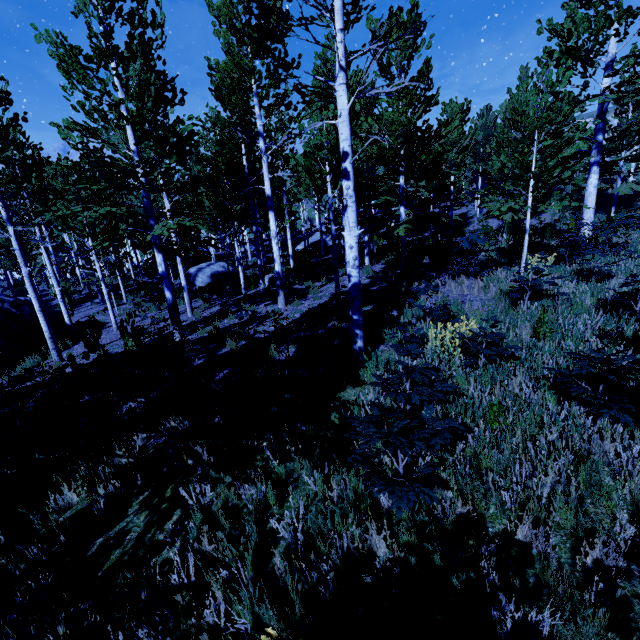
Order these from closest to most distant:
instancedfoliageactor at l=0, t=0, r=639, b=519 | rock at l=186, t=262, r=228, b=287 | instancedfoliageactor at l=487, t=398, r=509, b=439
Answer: Result: instancedfoliageactor at l=487, t=398, r=509, b=439, instancedfoliageactor at l=0, t=0, r=639, b=519, rock at l=186, t=262, r=228, b=287

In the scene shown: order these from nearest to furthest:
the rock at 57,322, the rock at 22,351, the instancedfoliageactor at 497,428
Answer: the instancedfoliageactor at 497,428 < the rock at 22,351 < the rock at 57,322

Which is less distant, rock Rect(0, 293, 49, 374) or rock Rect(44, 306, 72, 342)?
rock Rect(0, 293, 49, 374)

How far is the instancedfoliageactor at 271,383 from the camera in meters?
3.7

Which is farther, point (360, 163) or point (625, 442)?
point (360, 163)

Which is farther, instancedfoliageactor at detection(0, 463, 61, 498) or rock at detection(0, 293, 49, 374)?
rock at detection(0, 293, 49, 374)

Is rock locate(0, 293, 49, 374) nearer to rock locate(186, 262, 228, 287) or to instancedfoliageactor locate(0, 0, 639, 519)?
instancedfoliageactor locate(0, 0, 639, 519)
